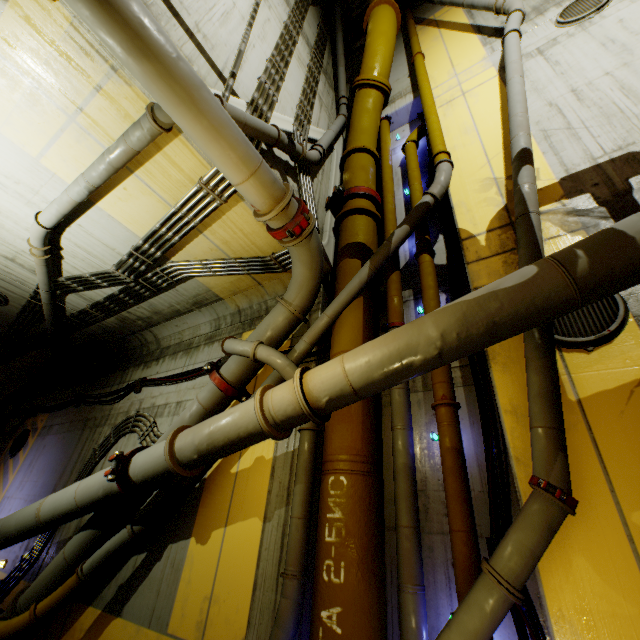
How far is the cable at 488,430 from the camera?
3.14m

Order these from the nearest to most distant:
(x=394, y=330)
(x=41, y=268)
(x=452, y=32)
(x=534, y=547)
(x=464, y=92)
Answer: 1. (x=534, y=547)
2. (x=394, y=330)
3. (x=41, y=268)
4. (x=464, y=92)
5. (x=452, y=32)

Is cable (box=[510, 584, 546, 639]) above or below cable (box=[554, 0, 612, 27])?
below

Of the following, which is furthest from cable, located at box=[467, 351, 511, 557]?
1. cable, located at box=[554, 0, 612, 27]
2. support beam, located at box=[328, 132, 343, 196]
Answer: cable, located at box=[554, 0, 612, 27]

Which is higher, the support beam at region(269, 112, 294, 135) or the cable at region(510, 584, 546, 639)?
the support beam at region(269, 112, 294, 135)

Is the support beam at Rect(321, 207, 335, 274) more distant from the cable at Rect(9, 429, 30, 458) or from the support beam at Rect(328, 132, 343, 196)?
the cable at Rect(9, 429, 30, 458)

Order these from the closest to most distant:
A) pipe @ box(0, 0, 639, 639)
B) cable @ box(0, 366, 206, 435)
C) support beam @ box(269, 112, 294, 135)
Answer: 1. pipe @ box(0, 0, 639, 639)
2. support beam @ box(269, 112, 294, 135)
3. cable @ box(0, 366, 206, 435)

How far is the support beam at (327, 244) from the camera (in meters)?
5.91
